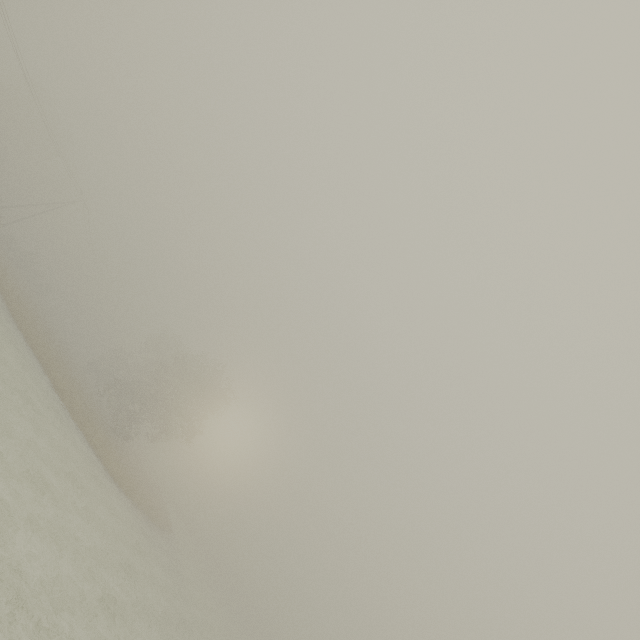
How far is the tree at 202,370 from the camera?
34.7m

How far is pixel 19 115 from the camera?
51.1 meters

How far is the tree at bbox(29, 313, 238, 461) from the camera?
34.7m
